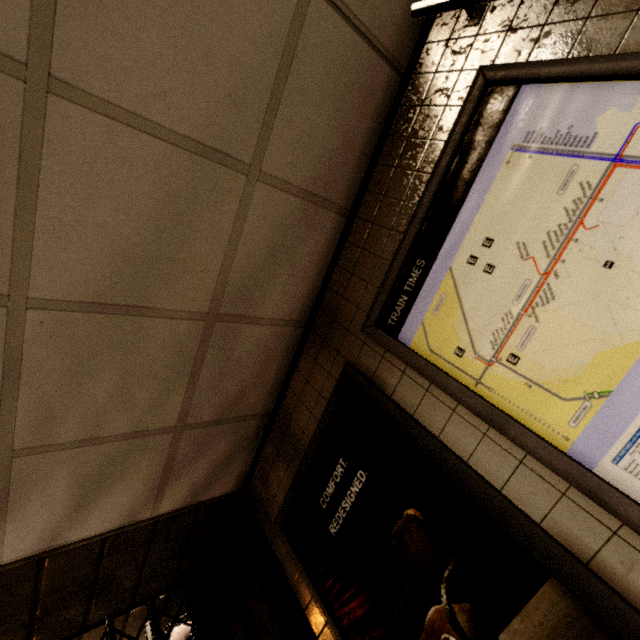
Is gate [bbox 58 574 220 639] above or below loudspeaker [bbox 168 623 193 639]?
above

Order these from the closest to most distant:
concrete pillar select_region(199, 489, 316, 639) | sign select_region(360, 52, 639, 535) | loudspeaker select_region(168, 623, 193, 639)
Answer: sign select_region(360, 52, 639, 535) → concrete pillar select_region(199, 489, 316, 639) → loudspeaker select_region(168, 623, 193, 639)

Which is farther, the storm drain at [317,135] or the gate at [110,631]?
the gate at [110,631]

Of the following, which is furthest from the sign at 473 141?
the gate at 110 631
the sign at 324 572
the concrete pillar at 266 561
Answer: the gate at 110 631

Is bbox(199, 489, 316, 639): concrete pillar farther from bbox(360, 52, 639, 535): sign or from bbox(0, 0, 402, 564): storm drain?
bbox(360, 52, 639, 535): sign

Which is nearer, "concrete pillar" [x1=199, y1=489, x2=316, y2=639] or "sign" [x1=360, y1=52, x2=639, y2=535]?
"sign" [x1=360, y1=52, x2=639, y2=535]

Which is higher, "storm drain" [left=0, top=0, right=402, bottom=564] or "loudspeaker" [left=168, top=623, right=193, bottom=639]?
"storm drain" [left=0, top=0, right=402, bottom=564]

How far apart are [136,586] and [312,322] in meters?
2.4
